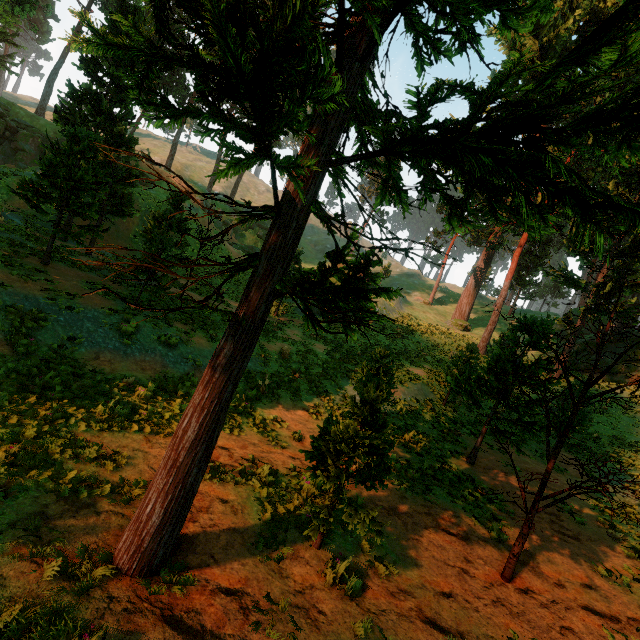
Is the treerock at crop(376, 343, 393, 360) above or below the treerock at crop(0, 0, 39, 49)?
below

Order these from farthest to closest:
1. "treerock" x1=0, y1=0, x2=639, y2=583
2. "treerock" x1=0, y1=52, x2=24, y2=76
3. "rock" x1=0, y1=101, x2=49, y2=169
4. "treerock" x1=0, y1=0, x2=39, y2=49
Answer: "treerock" x1=0, y1=52, x2=24, y2=76, "rock" x1=0, y1=101, x2=49, y2=169, "treerock" x1=0, y1=0, x2=39, y2=49, "treerock" x1=0, y1=0, x2=639, y2=583

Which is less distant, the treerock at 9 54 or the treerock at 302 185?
the treerock at 302 185

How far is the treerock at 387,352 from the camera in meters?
12.2 m

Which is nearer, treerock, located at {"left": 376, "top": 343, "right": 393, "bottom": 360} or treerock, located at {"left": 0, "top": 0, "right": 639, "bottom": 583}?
treerock, located at {"left": 0, "top": 0, "right": 639, "bottom": 583}

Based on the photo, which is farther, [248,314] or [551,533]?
[551,533]

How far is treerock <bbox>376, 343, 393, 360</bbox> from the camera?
12.23m
